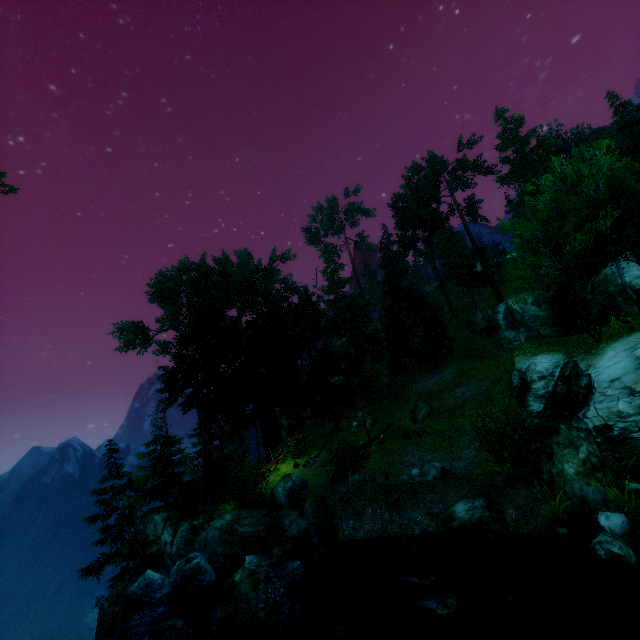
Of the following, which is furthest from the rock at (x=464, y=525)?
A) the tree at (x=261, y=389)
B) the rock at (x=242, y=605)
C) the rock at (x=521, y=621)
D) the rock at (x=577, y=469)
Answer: the tree at (x=261, y=389)

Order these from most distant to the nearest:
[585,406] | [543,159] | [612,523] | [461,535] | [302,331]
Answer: [543,159] < [302,331] < [585,406] < [461,535] < [612,523]

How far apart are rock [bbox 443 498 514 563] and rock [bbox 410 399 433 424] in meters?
11.6 m

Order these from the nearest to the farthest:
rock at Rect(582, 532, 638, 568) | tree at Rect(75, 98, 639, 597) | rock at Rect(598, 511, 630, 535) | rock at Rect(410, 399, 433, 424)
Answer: rock at Rect(582, 532, 638, 568) < rock at Rect(598, 511, 630, 535) < tree at Rect(75, 98, 639, 597) < rock at Rect(410, 399, 433, 424)

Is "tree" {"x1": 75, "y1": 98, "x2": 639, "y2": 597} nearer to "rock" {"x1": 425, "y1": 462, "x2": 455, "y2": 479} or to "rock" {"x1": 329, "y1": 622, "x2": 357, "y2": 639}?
"rock" {"x1": 425, "y1": 462, "x2": 455, "y2": 479}

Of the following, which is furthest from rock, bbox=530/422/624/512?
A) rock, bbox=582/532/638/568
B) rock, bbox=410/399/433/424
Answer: rock, bbox=410/399/433/424

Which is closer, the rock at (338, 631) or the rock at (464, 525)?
the rock at (338, 631)

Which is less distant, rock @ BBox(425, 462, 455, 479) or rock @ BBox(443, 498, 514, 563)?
rock @ BBox(443, 498, 514, 563)
